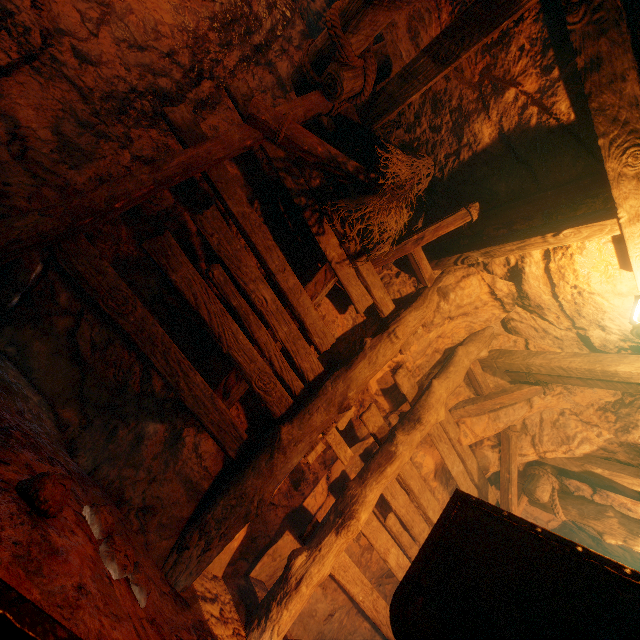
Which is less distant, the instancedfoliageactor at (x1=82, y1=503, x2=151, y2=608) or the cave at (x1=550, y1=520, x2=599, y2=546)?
the instancedfoliageactor at (x1=82, y1=503, x2=151, y2=608)

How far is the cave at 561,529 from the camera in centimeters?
562cm

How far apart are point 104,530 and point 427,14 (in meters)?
4.80

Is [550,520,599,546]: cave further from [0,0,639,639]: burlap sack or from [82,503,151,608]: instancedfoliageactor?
[82,503,151,608]: instancedfoliageactor

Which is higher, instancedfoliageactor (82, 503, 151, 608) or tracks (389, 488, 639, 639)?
tracks (389, 488, 639, 639)

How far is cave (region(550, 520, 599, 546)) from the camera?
5.6m

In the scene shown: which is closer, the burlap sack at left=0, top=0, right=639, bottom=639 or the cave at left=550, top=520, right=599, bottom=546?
the burlap sack at left=0, top=0, right=639, bottom=639

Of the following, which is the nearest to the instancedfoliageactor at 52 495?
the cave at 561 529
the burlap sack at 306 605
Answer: the burlap sack at 306 605
